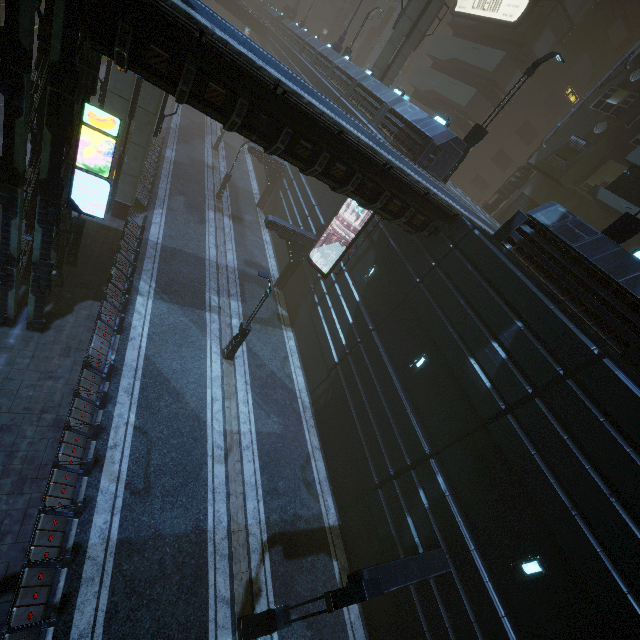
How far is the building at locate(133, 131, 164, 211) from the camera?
20.9m

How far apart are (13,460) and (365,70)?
62.4 meters

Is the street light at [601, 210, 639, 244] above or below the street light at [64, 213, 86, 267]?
above

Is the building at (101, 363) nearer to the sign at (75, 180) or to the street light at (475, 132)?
the sign at (75, 180)

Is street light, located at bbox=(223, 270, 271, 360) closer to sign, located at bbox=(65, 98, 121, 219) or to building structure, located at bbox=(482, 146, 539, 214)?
sign, located at bbox=(65, 98, 121, 219)

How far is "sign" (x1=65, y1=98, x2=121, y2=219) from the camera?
8.2 meters

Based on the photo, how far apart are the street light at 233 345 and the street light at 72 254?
7.64m

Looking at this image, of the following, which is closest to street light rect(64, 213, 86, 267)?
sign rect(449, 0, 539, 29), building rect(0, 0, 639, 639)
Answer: building rect(0, 0, 639, 639)
